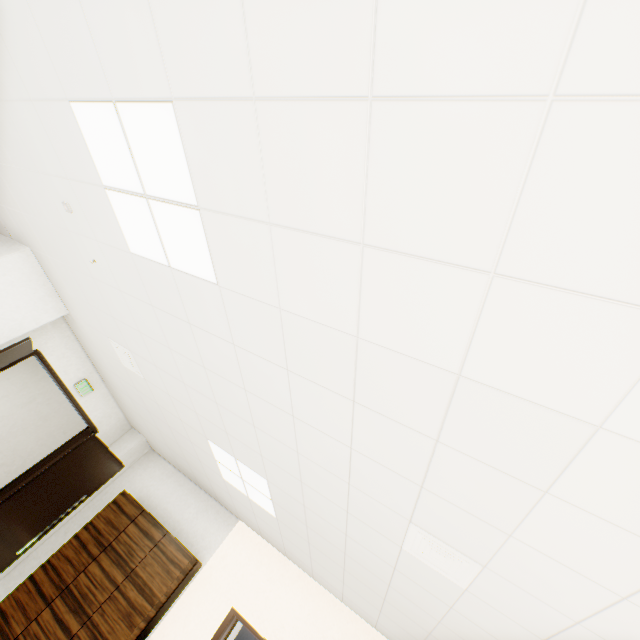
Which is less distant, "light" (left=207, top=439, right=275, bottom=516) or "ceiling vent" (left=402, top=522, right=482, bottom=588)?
"ceiling vent" (left=402, top=522, right=482, bottom=588)

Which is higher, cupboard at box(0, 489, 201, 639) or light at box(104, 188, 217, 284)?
light at box(104, 188, 217, 284)

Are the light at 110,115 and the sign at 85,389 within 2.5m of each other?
no

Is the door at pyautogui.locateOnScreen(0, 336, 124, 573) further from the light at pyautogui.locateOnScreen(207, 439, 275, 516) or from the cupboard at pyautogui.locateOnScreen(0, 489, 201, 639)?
the light at pyautogui.locateOnScreen(207, 439, 275, 516)

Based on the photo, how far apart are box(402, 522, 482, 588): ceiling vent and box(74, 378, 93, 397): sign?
5.5m

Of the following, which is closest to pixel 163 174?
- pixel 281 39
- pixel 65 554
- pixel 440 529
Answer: pixel 281 39

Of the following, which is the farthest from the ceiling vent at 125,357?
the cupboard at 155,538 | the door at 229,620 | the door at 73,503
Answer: Result: the door at 229,620

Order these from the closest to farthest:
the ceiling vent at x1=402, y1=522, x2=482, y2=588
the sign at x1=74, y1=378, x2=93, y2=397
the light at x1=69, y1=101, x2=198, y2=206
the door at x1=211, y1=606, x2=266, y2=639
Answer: the light at x1=69, y1=101, x2=198, y2=206 → the ceiling vent at x1=402, y1=522, x2=482, y2=588 → the door at x1=211, y1=606, x2=266, y2=639 → the sign at x1=74, y1=378, x2=93, y2=397
